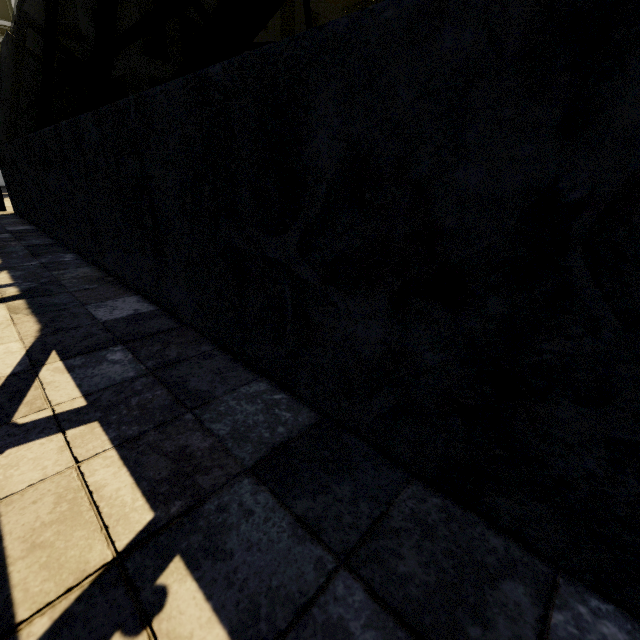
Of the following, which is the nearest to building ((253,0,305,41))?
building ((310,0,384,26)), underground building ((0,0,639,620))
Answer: underground building ((0,0,639,620))

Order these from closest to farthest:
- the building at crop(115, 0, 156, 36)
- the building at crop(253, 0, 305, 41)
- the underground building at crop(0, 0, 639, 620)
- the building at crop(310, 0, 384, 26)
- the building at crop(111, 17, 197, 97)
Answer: the underground building at crop(0, 0, 639, 620)
the building at crop(115, 0, 156, 36)
the building at crop(111, 17, 197, 97)
the building at crop(253, 0, 305, 41)
the building at crop(310, 0, 384, 26)

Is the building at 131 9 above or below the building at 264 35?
below

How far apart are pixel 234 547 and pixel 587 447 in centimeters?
91cm

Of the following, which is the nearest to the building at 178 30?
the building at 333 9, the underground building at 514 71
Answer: the underground building at 514 71

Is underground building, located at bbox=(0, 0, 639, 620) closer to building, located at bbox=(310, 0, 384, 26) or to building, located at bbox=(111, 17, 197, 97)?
building, located at bbox=(111, 17, 197, 97)

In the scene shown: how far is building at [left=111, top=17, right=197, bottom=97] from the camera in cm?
2078
